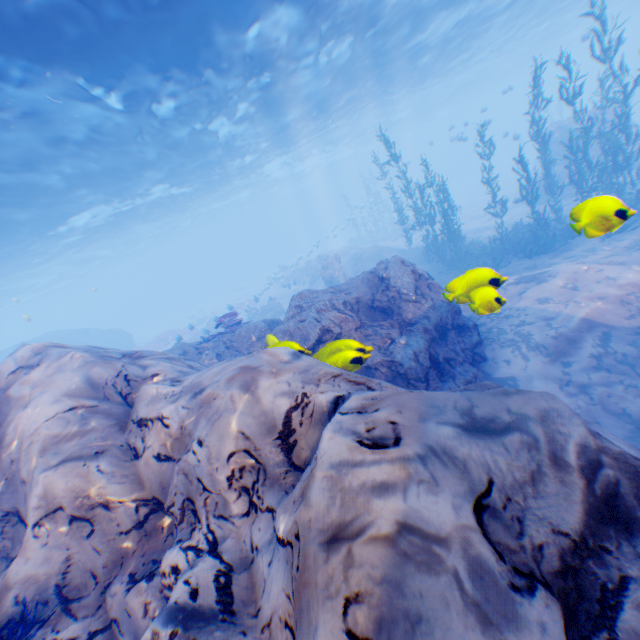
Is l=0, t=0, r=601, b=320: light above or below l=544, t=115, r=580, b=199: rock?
above

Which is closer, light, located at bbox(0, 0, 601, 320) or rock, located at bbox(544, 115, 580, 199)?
light, located at bbox(0, 0, 601, 320)

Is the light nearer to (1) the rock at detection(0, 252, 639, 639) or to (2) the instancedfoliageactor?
(1) the rock at detection(0, 252, 639, 639)

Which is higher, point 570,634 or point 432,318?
point 570,634

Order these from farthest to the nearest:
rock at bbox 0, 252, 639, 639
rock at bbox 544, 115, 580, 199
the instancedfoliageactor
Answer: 1. rock at bbox 544, 115, 580, 199
2. the instancedfoliageactor
3. rock at bbox 0, 252, 639, 639

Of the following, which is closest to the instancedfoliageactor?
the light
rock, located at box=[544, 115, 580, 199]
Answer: rock, located at box=[544, 115, 580, 199]

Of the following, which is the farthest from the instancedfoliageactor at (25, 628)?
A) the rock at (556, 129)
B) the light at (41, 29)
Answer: the light at (41, 29)
